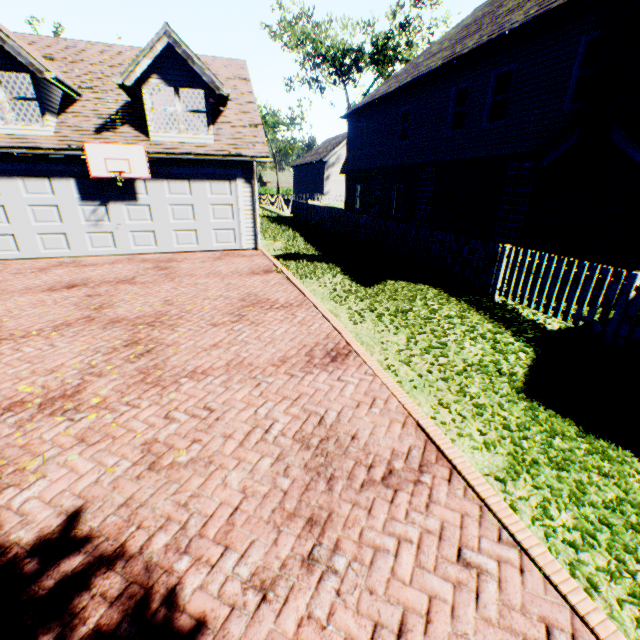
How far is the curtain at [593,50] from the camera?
8.28m

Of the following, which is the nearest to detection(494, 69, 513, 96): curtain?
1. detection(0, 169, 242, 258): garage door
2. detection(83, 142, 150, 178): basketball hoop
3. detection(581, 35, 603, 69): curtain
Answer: detection(581, 35, 603, 69): curtain

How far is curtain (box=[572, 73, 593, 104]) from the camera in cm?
859

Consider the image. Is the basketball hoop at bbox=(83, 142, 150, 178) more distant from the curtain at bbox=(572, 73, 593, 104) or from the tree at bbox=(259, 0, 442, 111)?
the tree at bbox=(259, 0, 442, 111)

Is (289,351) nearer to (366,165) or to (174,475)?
(174,475)

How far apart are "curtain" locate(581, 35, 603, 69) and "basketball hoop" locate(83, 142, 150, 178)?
13.0 meters

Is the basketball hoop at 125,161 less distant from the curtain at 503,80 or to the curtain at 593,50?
the curtain at 503,80

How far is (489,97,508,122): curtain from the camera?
11.04m
